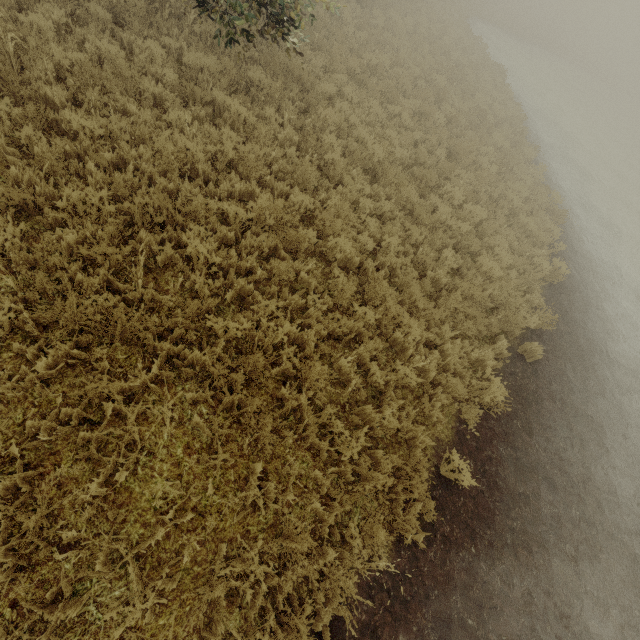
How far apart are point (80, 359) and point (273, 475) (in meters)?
2.77
